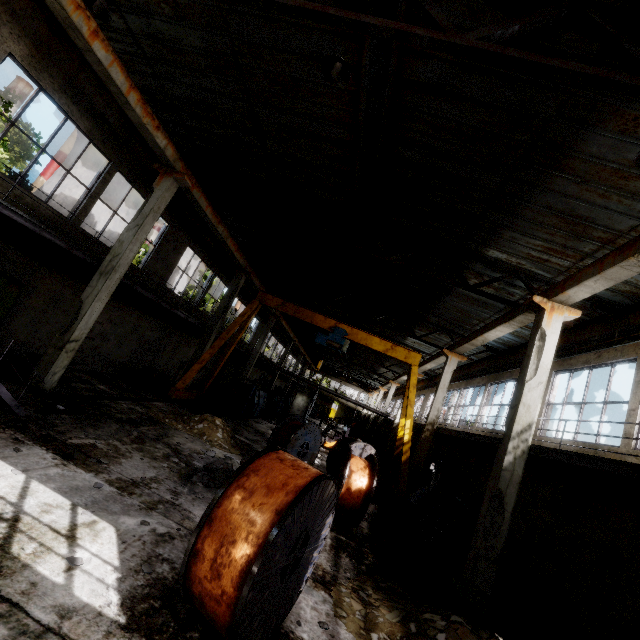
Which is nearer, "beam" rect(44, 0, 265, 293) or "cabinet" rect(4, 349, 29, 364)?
"beam" rect(44, 0, 265, 293)

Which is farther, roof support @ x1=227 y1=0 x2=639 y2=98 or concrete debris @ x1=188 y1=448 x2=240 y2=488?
concrete debris @ x1=188 y1=448 x2=240 y2=488

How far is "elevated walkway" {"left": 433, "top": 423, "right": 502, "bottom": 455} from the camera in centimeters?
1015cm

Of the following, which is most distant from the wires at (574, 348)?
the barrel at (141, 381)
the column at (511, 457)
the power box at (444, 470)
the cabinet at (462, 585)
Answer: the barrel at (141, 381)

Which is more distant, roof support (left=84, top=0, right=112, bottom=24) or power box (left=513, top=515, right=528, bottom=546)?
power box (left=513, top=515, right=528, bottom=546)

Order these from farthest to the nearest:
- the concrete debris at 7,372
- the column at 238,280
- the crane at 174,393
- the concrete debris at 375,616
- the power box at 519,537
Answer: the column at 238,280 < the crane at 174,393 < the power box at 519,537 < the concrete debris at 7,372 < the concrete debris at 375,616

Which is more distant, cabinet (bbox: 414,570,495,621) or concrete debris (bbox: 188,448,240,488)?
concrete debris (bbox: 188,448,240,488)

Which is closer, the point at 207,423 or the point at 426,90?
the point at 426,90
